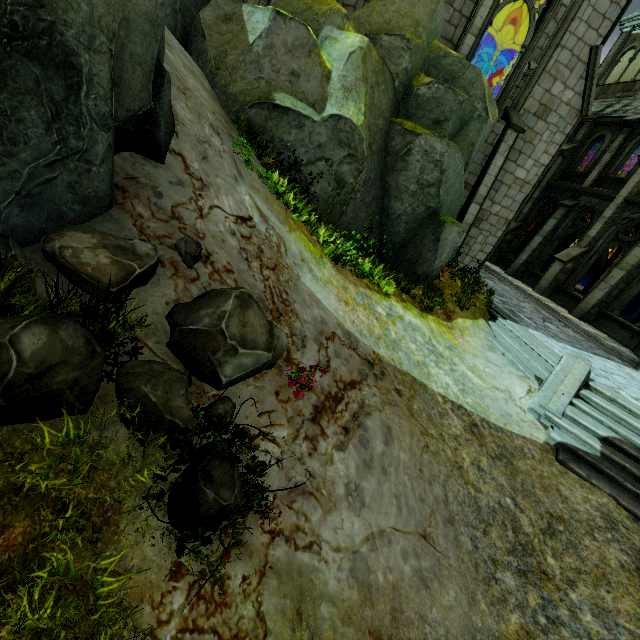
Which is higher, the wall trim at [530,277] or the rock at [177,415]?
the wall trim at [530,277]

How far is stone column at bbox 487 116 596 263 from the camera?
18.1 meters

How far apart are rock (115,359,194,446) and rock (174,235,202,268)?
0.4 meters

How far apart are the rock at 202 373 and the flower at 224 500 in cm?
11

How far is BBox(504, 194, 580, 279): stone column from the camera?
17.5 meters

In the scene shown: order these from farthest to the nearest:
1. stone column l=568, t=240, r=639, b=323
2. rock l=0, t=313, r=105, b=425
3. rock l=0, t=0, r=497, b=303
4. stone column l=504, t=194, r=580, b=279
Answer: stone column l=504, t=194, r=580, b=279 < stone column l=568, t=240, r=639, b=323 < rock l=0, t=0, r=497, b=303 < rock l=0, t=313, r=105, b=425

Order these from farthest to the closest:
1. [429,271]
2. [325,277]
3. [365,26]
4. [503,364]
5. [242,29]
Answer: [429,271] → [365,26] → [503,364] → [242,29] → [325,277]

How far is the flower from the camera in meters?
2.5 m
